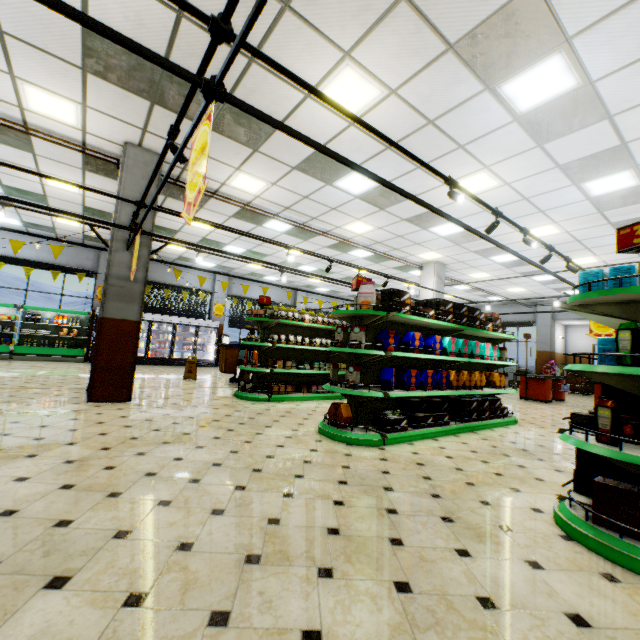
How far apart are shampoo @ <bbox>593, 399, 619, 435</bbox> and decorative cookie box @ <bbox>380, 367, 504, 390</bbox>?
2.7m

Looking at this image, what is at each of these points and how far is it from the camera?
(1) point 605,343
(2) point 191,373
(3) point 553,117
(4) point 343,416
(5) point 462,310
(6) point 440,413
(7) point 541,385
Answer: (1) boxed food, 3.45m
(2) floor stand, 10.20m
(3) building, 4.78m
(4) decorative cookie box, 4.71m
(5) boxed food, 5.98m
(6) boxed food, 5.54m
(7) checkout counter, 11.77m

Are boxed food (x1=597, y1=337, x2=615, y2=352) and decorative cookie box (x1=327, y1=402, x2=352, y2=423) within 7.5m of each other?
yes

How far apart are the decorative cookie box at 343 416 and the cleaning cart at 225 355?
5.2 meters

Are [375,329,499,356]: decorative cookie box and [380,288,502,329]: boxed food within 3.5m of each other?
yes

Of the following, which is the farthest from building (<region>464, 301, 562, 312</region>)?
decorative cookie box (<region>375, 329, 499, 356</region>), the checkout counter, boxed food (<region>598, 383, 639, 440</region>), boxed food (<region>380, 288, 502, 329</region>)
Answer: boxed food (<region>380, 288, 502, 329</region>)

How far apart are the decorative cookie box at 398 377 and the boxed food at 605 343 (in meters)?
2.42

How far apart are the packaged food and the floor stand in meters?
7.2 m
